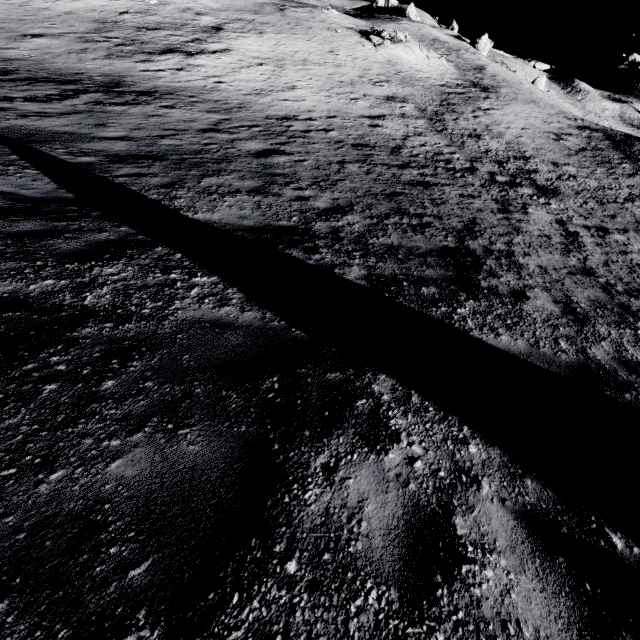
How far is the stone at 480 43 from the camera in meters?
58.4

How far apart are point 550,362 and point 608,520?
2.6 meters

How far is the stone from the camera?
58.41m
